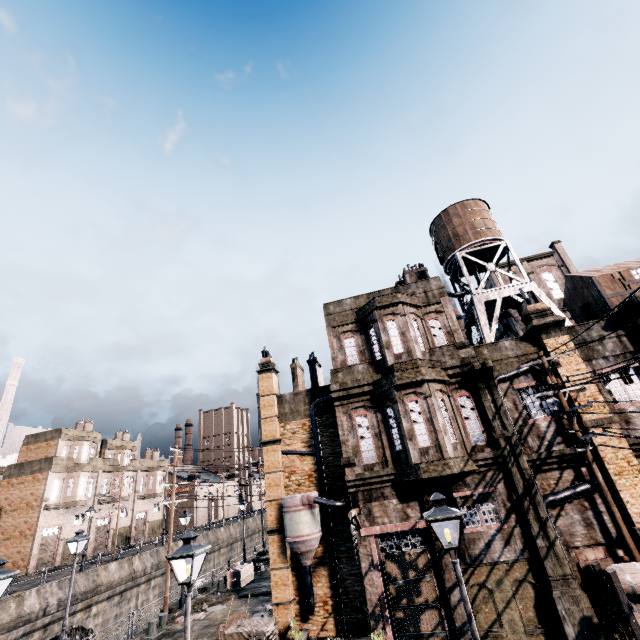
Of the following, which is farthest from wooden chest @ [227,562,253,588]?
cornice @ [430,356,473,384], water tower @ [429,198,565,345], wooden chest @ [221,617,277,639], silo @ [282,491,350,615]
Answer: water tower @ [429,198,565,345]

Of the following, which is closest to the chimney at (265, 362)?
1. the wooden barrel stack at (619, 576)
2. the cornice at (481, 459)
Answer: the cornice at (481, 459)

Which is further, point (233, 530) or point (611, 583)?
point (233, 530)

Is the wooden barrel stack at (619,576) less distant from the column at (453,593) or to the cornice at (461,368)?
the column at (453,593)

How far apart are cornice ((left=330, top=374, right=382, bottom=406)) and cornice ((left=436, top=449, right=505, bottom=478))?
4.4m

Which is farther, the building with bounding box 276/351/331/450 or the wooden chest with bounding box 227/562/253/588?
the wooden chest with bounding box 227/562/253/588

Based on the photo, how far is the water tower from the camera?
18.91m

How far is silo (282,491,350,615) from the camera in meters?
15.5 m
